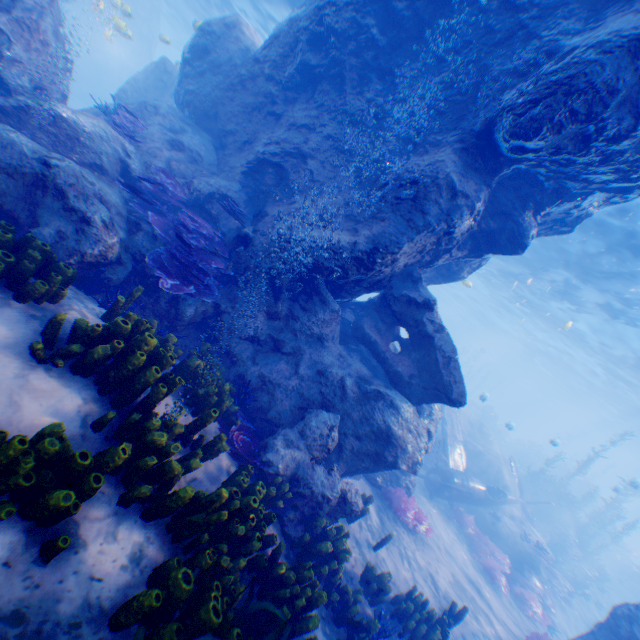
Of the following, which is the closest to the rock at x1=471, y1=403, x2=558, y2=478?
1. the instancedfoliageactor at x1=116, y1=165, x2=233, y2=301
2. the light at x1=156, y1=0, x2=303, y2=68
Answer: the light at x1=156, y1=0, x2=303, y2=68

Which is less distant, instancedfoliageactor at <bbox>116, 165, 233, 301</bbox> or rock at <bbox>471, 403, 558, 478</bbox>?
instancedfoliageactor at <bbox>116, 165, 233, 301</bbox>

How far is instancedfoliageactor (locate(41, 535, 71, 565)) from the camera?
2.42m

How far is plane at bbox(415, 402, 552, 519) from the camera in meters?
14.4

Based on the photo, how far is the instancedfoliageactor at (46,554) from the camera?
2.4m

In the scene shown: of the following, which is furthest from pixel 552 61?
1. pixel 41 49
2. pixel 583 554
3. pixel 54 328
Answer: pixel 583 554

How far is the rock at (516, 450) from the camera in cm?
3253

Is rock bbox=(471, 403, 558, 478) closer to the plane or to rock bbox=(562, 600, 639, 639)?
rock bbox=(562, 600, 639, 639)
